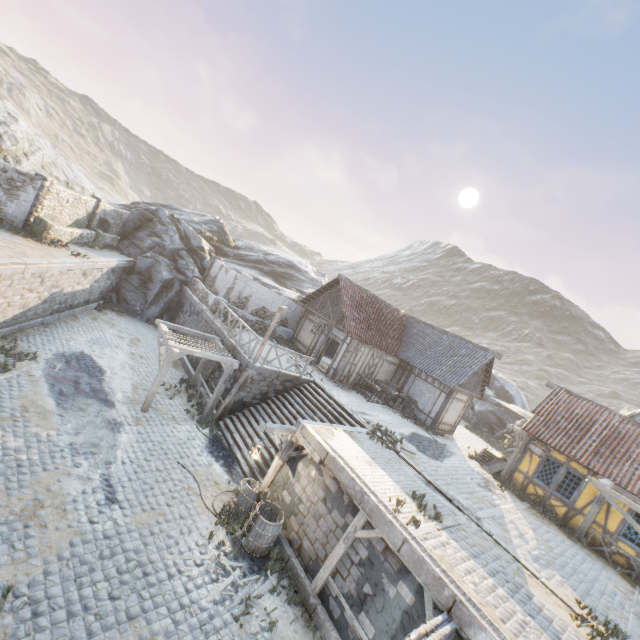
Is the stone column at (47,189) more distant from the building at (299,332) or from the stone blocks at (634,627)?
the building at (299,332)

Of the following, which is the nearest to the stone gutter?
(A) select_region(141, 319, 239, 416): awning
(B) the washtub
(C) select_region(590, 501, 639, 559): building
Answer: (A) select_region(141, 319, 239, 416): awning

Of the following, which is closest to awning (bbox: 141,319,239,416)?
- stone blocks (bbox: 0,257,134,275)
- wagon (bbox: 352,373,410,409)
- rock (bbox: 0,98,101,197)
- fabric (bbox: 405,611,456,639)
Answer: stone blocks (bbox: 0,257,134,275)

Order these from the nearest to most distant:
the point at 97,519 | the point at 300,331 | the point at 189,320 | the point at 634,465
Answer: the point at 97,519, the point at 634,465, the point at 189,320, the point at 300,331

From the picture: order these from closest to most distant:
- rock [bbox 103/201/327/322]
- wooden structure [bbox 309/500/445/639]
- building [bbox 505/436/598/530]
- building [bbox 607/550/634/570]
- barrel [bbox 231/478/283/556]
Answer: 1. wooden structure [bbox 309/500/445/639]
2. barrel [bbox 231/478/283/556]
3. building [bbox 607/550/634/570]
4. building [bbox 505/436/598/530]
5. rock [bbox 103/201/327/322]

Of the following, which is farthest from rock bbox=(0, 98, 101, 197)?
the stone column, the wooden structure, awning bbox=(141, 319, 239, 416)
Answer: the wooden structure

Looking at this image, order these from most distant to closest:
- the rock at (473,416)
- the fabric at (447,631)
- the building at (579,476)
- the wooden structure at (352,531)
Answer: the rock at (473,416)
the building at (579,476)
the wooden structure at (352,531)
the fabric at (447,631)

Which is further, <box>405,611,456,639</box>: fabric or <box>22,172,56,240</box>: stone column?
<box>22,172,56,240</box>: stone column
